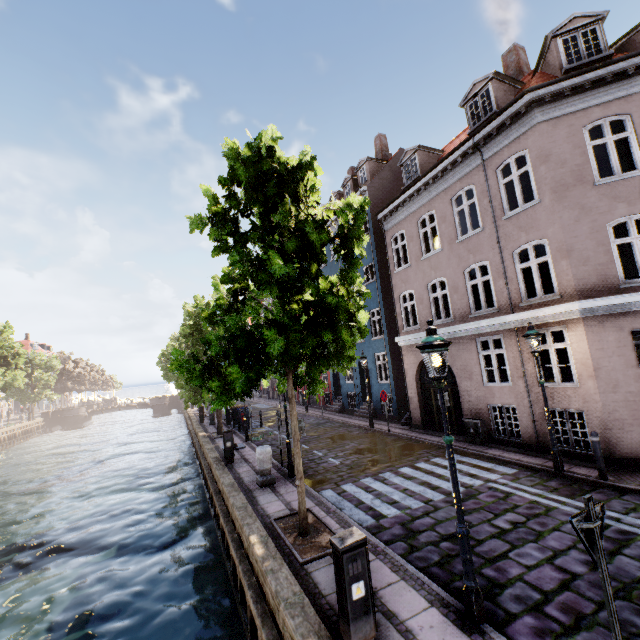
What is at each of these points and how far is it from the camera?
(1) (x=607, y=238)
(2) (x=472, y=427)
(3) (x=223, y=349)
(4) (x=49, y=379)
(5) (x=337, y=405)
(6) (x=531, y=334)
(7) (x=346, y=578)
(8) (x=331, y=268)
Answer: (1) building, 8.9 meters
(2) electrical box, 12.0 meters
(3) tree, 6.2 meters
(4) tree, 48.9 meters
(5) building, 23.8 meters
(6) street light, 8.8 meters
(7) electrical box, 3.8 meters
(8) building, 24.3 meters

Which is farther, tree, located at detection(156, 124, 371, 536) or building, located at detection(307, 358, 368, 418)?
building, located at detection(307, 358, 368, 418)

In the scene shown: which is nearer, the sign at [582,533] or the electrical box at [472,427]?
the sign at [582,533]

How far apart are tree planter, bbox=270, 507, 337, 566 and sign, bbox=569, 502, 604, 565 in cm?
426

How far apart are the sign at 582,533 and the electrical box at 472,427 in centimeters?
945cm

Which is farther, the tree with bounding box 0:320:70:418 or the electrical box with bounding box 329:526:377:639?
the tree with bounding box 0:320:70:418

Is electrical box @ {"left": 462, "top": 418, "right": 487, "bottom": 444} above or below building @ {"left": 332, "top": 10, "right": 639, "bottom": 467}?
below

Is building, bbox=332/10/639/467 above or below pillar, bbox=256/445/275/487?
above
